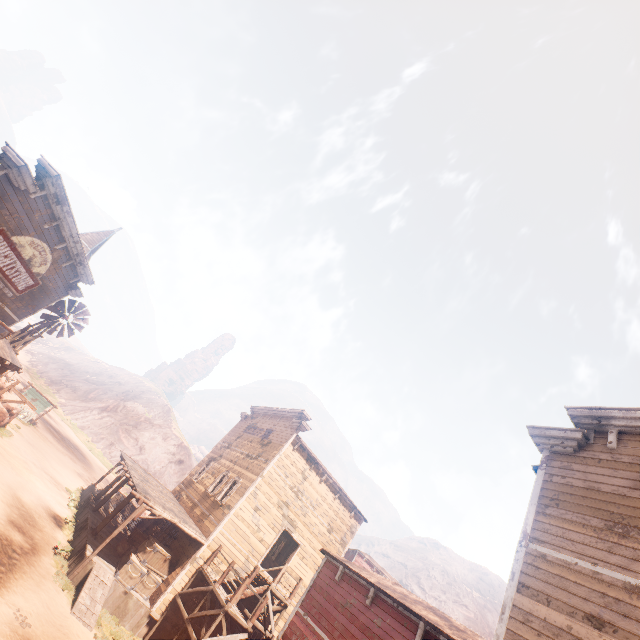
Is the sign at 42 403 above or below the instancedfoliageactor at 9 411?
above

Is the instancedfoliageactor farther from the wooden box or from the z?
the wooden box

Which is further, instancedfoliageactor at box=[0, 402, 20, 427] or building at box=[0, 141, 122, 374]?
instancedfoliageactor at box=[0, 402, 20, 427]

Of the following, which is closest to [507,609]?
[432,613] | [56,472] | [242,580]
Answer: [432,613]

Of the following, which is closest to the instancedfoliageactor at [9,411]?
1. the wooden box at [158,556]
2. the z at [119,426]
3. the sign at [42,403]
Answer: the z at [119,426]

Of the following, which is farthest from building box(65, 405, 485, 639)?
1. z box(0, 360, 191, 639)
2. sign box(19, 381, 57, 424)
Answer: sign box(19, 381, 57, 424)

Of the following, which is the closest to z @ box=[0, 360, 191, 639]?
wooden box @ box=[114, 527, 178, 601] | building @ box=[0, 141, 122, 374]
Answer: building @ box=[0, 141, 122, 374]

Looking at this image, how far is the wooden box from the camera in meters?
14.4
